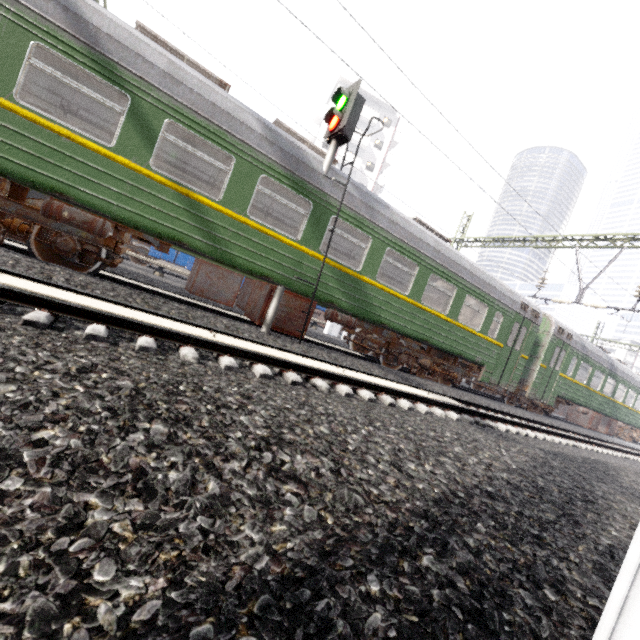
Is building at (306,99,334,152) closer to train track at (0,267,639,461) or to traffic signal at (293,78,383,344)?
train track at (0,267,639,461)

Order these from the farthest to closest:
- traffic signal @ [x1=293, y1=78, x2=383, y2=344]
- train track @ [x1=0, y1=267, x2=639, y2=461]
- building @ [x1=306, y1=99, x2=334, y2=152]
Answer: building @ [x1=306, y1=99, x2=334, y2=152]
traffic signal @ [x1=293, y1=78, x2=383, y2=344]
train track @ [x1=0, y1=267, x2=639, y2=461]

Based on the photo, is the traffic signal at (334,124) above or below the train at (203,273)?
above

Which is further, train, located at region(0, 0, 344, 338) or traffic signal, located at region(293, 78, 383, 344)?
traffic signal, located at region(293, 78, 383, 344)

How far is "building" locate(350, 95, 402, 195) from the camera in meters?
39.6

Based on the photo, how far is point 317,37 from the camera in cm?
486

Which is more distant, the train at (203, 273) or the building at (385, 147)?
the building at (385, 147)

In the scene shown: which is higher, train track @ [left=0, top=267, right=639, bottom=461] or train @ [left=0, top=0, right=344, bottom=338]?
train @ [left=0, top=0, right=344, bottom=338]
